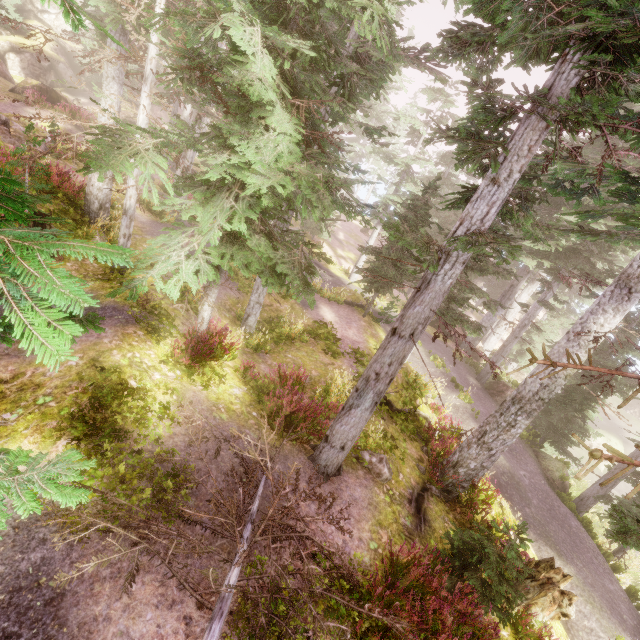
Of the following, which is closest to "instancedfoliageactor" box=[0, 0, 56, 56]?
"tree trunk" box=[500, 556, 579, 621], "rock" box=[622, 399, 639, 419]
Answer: "rock" box=[622, 399, 639, 419]

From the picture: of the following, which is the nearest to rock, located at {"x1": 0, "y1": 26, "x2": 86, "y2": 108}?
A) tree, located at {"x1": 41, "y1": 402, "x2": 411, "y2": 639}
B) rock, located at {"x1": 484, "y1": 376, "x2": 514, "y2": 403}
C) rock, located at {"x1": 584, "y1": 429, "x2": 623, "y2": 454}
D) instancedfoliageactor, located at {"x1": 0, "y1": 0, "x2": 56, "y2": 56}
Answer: instancedfoliageactor, located at {"x1": 0, "y1": 0, "x2": 56, "y2": 56}

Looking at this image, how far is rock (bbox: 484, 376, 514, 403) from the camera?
19.4m

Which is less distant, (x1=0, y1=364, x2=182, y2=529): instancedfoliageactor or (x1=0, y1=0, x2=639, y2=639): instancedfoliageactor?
(x1=0, y1=364, x2=182, y2=529): instancedfoliageactor

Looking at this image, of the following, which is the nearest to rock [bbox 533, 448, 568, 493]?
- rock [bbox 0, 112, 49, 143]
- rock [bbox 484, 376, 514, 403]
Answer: rock [bbox 484, 376, 514, 403]

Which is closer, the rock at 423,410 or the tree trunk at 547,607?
the tree trunk at 547,607

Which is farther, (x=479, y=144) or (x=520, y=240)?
(x=520, y=240)

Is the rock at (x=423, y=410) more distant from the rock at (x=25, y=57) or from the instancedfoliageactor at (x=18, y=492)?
the rock at (x=25, y=57)
